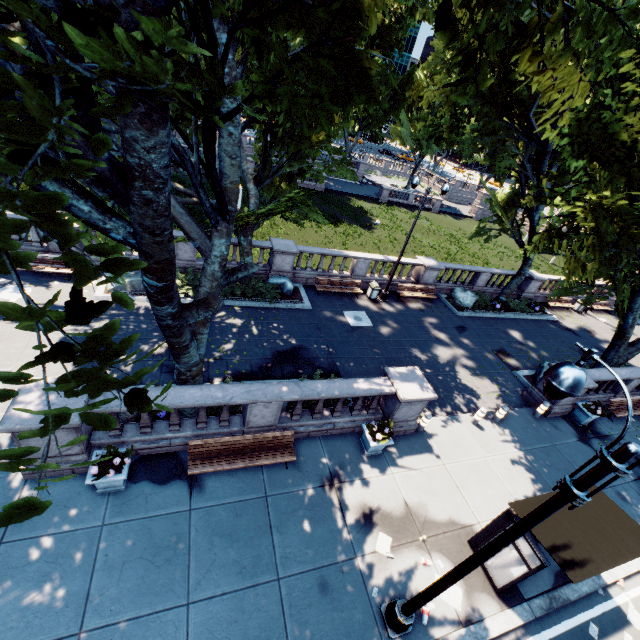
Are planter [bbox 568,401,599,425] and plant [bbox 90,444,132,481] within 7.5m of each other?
no

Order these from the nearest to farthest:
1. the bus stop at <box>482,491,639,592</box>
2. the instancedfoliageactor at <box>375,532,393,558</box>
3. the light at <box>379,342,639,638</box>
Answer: the light at <box>379,342,639,638</box>
the bus stop at <box>482,491,639,592</box>
the instancedfoliageactor at <box>375,532,393,558</box>

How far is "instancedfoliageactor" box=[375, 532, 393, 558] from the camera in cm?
839

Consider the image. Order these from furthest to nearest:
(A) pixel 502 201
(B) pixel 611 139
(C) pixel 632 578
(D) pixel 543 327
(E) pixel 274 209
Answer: (A) pixel 502 201, (D) pixel 543 327, (B) pixel 611 139, (E) pixel 274 209, (C) pixel 632 578

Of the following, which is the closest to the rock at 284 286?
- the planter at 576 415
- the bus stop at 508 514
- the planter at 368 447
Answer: the planter at 368 447

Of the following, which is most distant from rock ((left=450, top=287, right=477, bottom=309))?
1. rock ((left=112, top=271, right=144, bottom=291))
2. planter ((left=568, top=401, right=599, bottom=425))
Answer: rock ((left=112, top=271, right=144, bottom=291))

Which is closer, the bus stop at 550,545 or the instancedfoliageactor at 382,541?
the bus stop at 550,545

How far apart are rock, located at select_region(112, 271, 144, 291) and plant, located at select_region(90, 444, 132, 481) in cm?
859
